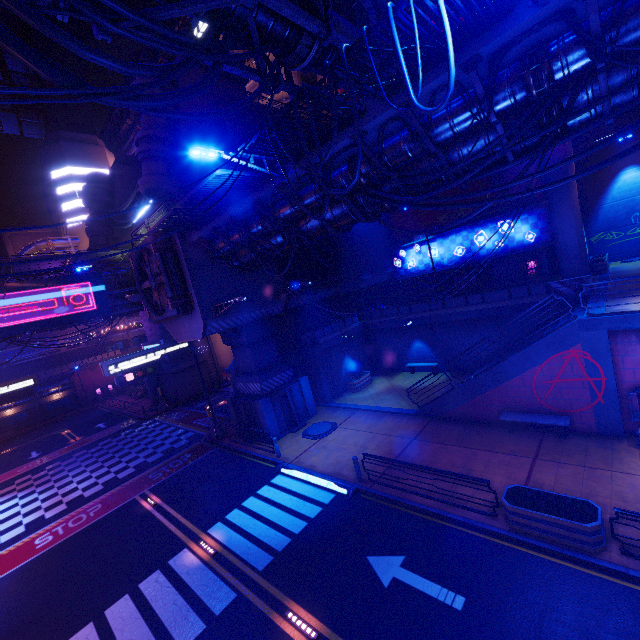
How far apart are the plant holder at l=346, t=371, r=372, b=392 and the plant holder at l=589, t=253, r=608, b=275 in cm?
1636

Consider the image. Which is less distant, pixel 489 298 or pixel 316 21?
pixel 316 21

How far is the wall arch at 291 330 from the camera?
22.5 meters

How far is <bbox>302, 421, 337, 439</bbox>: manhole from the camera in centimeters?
1823cm

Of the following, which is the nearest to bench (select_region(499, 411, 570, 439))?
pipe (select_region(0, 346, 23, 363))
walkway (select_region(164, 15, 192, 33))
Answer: walkway (select_region(164, 15, 192, 33))

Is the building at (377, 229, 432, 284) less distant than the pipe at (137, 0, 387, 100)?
No

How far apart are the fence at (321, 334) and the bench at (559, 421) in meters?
12.0

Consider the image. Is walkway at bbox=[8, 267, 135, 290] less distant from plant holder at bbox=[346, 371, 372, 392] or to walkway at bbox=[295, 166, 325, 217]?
walkway at bbox=[295, 166, 325, 217]
